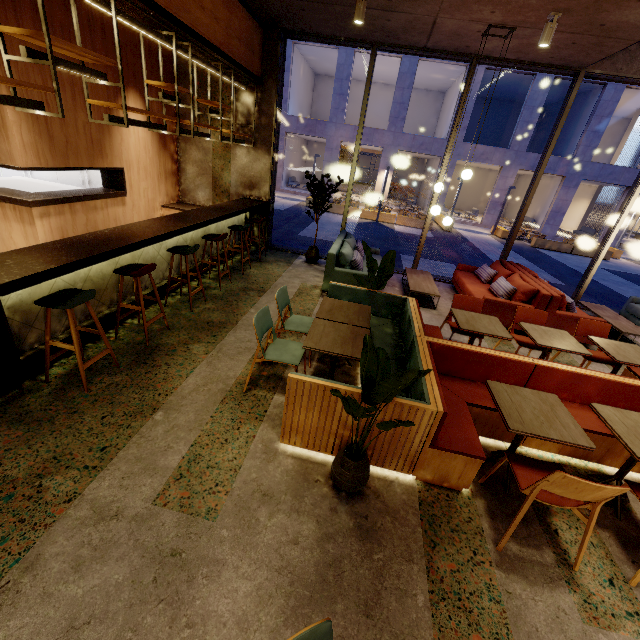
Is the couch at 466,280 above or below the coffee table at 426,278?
above

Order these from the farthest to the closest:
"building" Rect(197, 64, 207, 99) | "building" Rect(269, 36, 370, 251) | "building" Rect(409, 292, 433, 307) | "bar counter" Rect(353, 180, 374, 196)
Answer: "bar counter" Rect(353, 180, 374, 196), "building" Rect(269, 36, 370, 251), "building" Rect(197, 64, 207, 99), "building" Rect(409, 292, 433, 307)

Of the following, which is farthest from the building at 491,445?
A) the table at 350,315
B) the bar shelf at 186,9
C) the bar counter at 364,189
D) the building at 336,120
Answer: the bar counter at 364,189

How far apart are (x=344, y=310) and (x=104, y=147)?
5.6 meters

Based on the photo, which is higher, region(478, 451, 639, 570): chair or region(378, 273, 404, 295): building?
region(478, 451, 639, 570): chair

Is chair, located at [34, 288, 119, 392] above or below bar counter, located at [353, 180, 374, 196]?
above

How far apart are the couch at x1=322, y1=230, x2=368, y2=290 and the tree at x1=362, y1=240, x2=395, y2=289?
1.00m

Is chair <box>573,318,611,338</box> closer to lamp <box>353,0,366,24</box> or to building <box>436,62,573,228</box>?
lamp <box>353,0,366,24</box>
